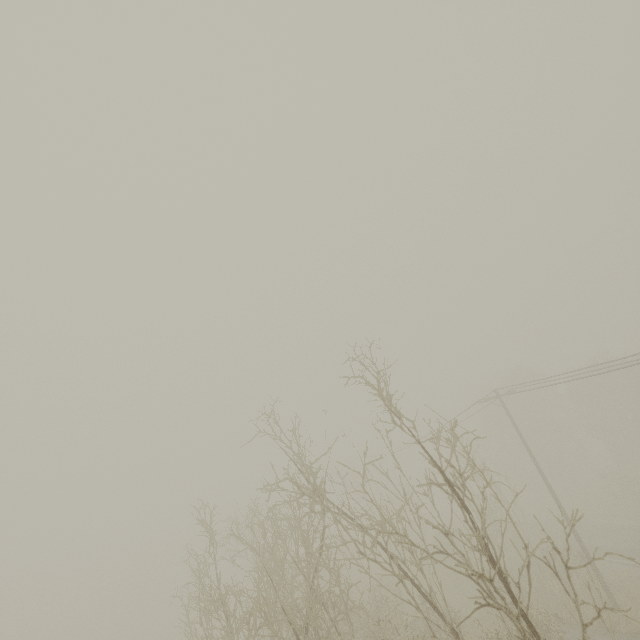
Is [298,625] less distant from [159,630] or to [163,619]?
[159,630]
